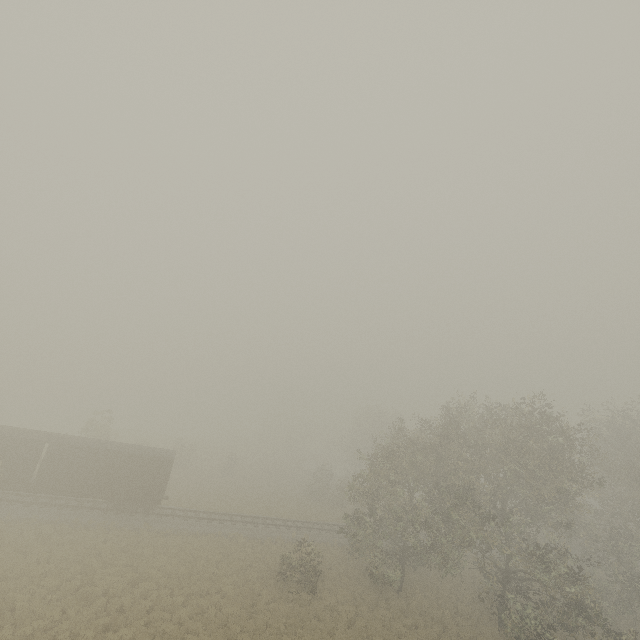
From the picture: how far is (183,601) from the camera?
17.9 meters

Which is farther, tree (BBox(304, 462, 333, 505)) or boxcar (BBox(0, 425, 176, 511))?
tree (BBox(304, 462, 333, 505))

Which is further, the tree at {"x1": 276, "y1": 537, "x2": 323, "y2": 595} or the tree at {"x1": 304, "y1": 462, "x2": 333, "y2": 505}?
the tree at {"x1": 304, "y1": 462, "x2": 333, "y2": 505}

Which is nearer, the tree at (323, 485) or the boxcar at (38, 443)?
the boxcar at (38, 443)

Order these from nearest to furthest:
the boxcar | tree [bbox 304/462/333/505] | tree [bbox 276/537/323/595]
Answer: tree [bbox 276/537/323/595] → the boxcar → tree [bbox 304/462/333/505]

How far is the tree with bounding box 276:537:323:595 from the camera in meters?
20.8 m

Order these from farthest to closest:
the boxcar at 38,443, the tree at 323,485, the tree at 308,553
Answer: the tree at 323,485 < the boxcar at 38,443 < the tree at 308,553
